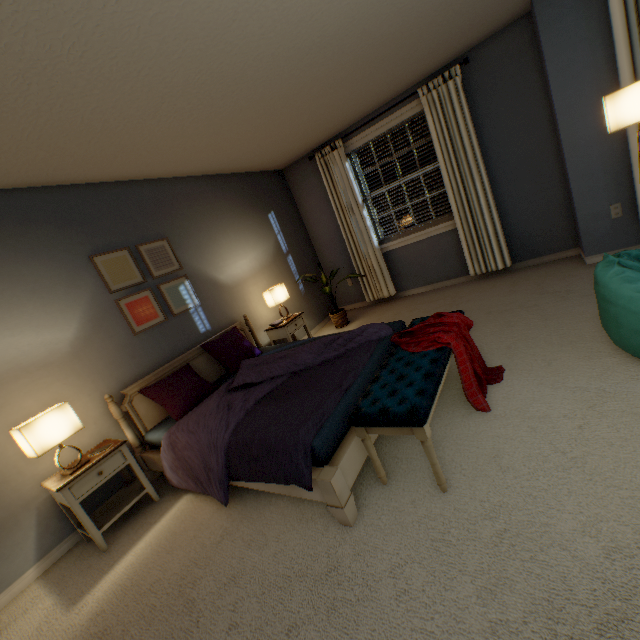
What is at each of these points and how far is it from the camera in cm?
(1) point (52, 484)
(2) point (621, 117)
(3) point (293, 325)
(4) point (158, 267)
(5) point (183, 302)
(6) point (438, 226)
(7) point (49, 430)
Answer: (1) bedside table, 204
(2) lamp, 235
(3) bedside table, 395
(4) picture, 316
(5) picture, 330
(6) window, 426
(7) lamp, 201

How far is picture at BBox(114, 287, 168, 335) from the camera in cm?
284

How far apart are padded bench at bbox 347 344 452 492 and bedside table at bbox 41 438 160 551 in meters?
1.7

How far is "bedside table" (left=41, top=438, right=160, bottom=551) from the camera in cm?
202

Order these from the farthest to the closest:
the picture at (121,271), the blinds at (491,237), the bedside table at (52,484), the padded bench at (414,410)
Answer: the blinds at (491,237), the picture at (121,271), the bedside table at (52,484), the padded bench at (414,410)

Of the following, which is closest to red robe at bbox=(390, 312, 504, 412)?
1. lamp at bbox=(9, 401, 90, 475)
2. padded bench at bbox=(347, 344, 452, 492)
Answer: padded bench at bbox=(347, 344, 452, 492)

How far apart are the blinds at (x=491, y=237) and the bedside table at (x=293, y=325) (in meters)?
1.26

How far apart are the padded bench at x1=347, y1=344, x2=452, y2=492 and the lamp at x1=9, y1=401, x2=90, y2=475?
1.9 meters
